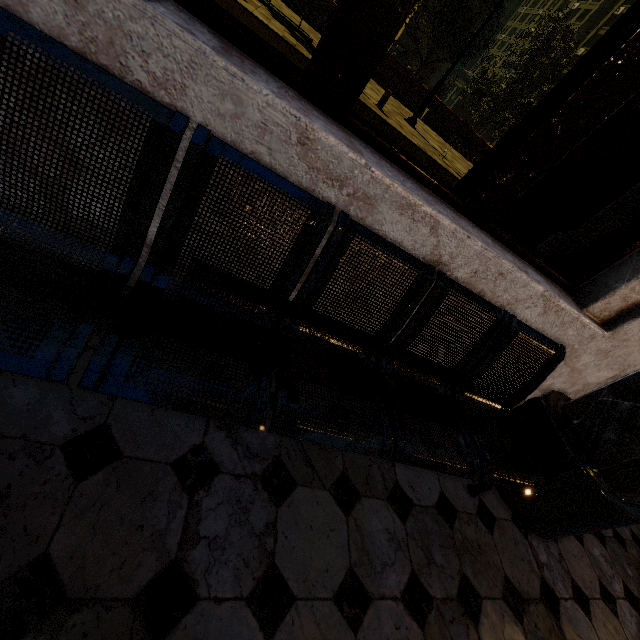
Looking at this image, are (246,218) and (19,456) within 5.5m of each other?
yes

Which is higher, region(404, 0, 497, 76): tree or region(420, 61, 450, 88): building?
region(404, 0, 497, 76): tree

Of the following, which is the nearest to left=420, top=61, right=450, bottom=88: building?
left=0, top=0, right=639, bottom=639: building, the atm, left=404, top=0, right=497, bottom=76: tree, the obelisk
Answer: left=404, top=0, right=497, bottom=76: tree

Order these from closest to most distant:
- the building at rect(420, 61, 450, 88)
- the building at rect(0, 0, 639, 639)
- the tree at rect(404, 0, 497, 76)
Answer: the building at rect(0, 0, 639, 639)
the tree at rect(404, 0, 497, 76)
the building at rect(420, 61, 450, 88)

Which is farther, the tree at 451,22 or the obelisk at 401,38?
the obelisk at 401,38

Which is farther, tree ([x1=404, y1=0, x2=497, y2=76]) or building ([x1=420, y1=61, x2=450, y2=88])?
building ([x1=420, y1=61, x2=450, y2=88])

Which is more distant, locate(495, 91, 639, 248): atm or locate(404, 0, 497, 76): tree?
locate(404, 0, 497, 76): tree
